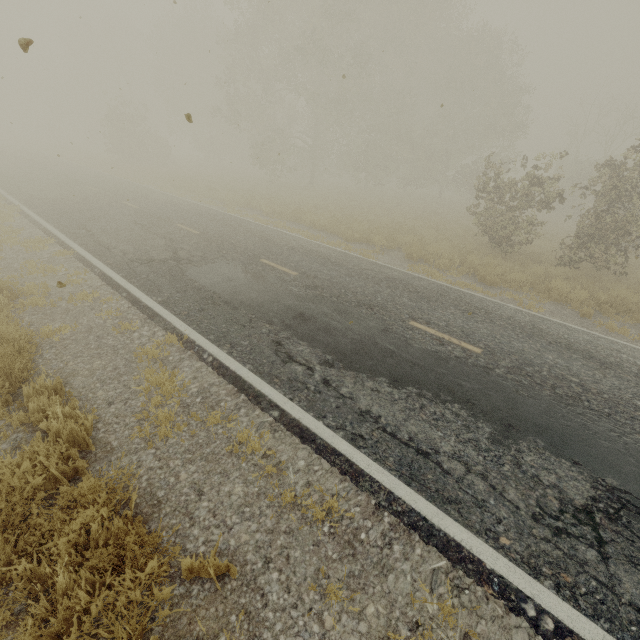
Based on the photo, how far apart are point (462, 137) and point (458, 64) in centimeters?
727cm
